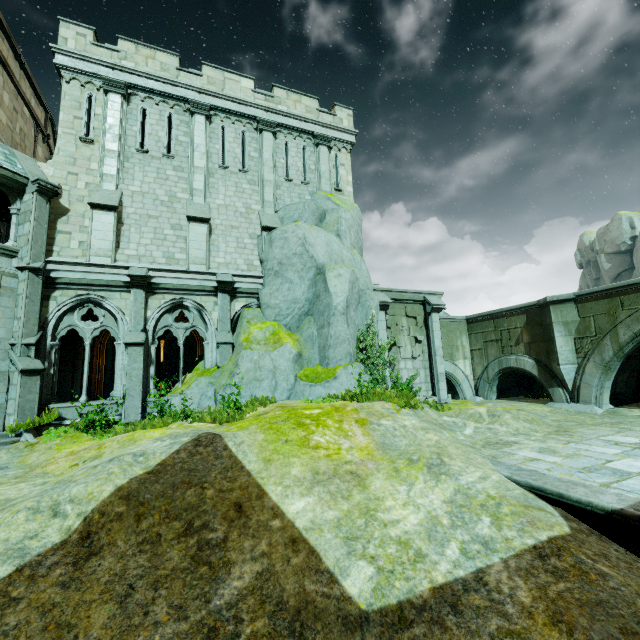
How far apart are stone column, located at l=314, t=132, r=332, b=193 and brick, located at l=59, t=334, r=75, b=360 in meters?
13.2 m

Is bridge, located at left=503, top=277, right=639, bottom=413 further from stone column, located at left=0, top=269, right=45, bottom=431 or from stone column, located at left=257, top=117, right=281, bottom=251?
stone column, located at left=0, top=269, right=45, bottom=431

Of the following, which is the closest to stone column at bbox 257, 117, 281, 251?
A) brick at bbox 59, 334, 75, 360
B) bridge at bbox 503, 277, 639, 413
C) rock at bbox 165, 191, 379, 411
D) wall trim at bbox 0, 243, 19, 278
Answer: rock at bbox 165, 191, 379, 411

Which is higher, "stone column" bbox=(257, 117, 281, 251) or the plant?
"stone column" bbox=(257, 117, 281, 251)

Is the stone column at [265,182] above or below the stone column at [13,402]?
above

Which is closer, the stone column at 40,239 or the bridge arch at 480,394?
the stone column at 40,239

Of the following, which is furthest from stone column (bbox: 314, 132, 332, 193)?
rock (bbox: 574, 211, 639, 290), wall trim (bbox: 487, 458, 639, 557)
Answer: rock (bbox: 574, 211, 639, 290)

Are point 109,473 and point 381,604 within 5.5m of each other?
yes
